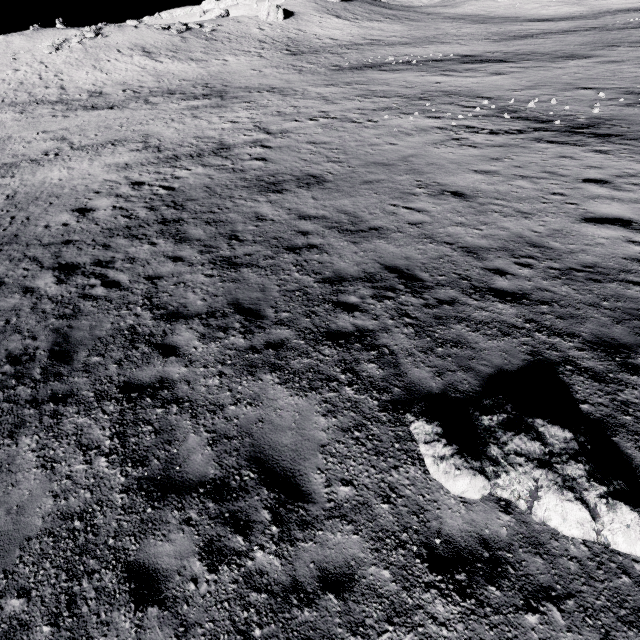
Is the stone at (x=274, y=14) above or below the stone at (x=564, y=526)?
above

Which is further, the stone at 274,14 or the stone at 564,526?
the stone at 274,14

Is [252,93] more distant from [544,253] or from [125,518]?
[125,518]

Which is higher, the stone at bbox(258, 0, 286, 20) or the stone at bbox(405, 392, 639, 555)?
the stone at bbox(258, 0, 286, 20)

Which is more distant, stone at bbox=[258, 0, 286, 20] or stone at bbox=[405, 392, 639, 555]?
stone at bbox=[258, 0, 286, 20]
